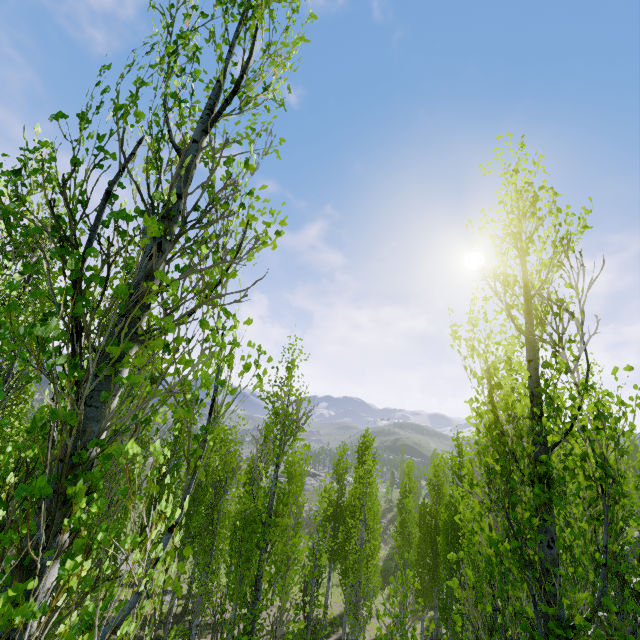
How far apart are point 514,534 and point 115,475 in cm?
547
